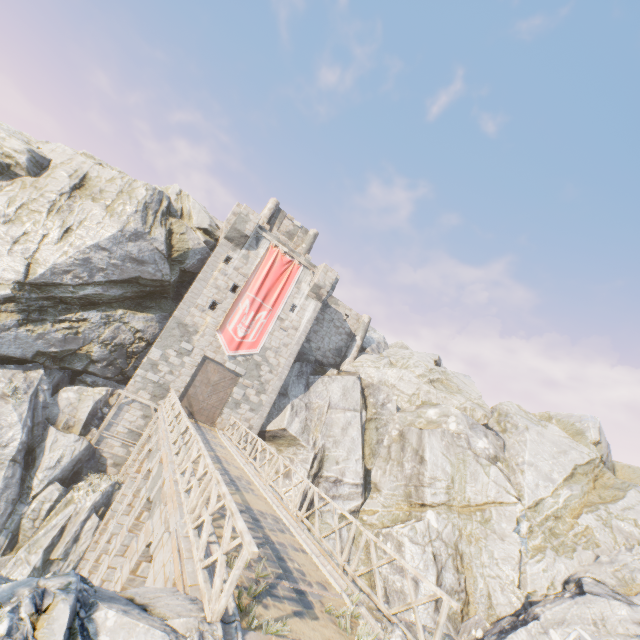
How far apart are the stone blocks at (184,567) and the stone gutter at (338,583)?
3.4m

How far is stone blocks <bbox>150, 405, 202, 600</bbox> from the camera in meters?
5.2 m

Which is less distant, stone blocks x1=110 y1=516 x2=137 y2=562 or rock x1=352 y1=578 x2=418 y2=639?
rock x1=352 y1=578 x2=418 y2=639

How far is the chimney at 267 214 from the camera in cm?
2936

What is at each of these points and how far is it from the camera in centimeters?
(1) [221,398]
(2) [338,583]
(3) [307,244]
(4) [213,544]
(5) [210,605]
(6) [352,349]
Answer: (1) castle gate, 2216cm
(2) stone gutter, 750cm
(3) chimney, 3131cm
(4) stone gutter, 645cm
(5) wooden fence, 428cm
(6) chimney, 3022cm

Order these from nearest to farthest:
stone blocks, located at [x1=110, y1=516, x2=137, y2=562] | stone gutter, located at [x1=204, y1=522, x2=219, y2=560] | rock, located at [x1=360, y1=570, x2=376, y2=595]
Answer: stone gutter, located at [x1=204, y1=522, x2=219, y2=560] → stone blocks, located at [x1=110, y1=516, x2=137, y2=562] → rock, located at [x1=360, y1=570, x2=376, y2=595]

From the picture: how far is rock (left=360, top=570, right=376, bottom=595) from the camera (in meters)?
18.45

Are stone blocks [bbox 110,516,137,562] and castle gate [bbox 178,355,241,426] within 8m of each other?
no
